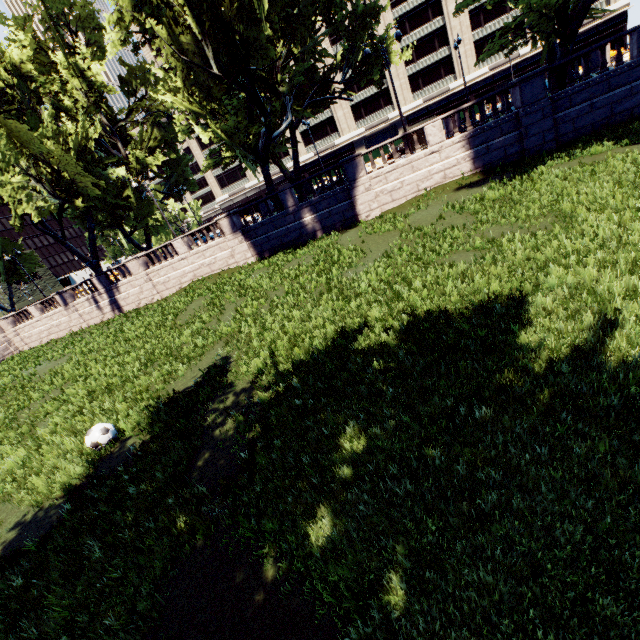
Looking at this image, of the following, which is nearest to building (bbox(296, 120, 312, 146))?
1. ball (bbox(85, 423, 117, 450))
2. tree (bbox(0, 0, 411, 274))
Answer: tree (bbox(0, 0, 411, 274))

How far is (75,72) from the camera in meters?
29.7

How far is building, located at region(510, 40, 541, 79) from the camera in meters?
47.3

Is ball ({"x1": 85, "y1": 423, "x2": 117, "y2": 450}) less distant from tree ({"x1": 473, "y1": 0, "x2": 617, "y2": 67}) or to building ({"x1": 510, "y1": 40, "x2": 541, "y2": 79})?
tree ({"x1": 473, "y1": 0, "x2": 617, "y2": 67})

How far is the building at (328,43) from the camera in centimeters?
5194cm

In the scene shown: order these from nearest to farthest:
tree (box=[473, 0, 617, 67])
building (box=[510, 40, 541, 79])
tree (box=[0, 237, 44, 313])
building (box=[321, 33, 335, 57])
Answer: tree (box=[473, 0, 617, 67]), tree (box=[0, 237, 44, 313]), building (box=[510, 40, 541, 79]), building (box=[321, 33, 335, 57])

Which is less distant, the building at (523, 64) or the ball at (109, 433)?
the ball at (109, 433)
